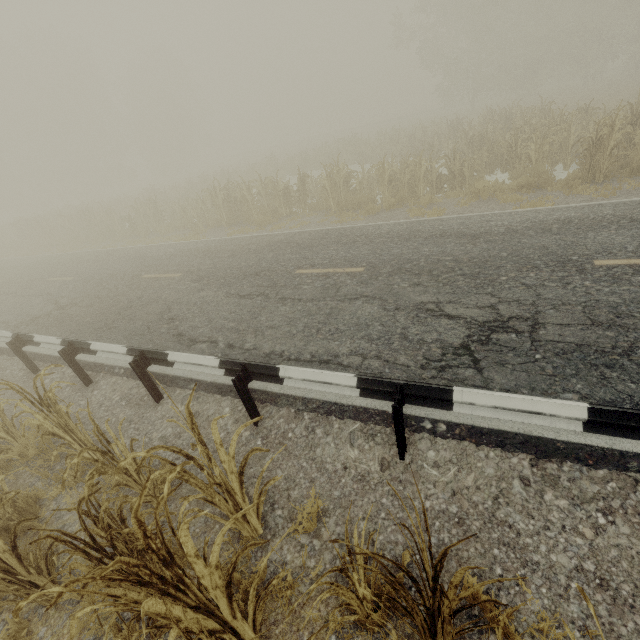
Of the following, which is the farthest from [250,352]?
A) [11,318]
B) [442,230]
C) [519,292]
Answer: [11,318]

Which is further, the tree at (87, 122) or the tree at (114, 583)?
the tree at (87, 122)

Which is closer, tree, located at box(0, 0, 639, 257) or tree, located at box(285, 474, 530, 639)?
tree, located at box(285, 474, 530, 639)

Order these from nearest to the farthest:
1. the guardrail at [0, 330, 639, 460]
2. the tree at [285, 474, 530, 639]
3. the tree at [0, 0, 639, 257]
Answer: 1. the tree at [285, 474, 530, 639]
2. the guardrail at [0, 330, 639, 460]
3. the tree at [0, 0, 639, 257]

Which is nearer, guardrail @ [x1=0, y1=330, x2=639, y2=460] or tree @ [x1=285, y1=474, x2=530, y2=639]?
tree @ [x1=285, y1=474, x2=530, y2=639]

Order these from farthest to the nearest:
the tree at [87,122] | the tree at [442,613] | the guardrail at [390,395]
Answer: the tree at [87,122] < the guardrail at [390,395] < the tree at [442,613]
